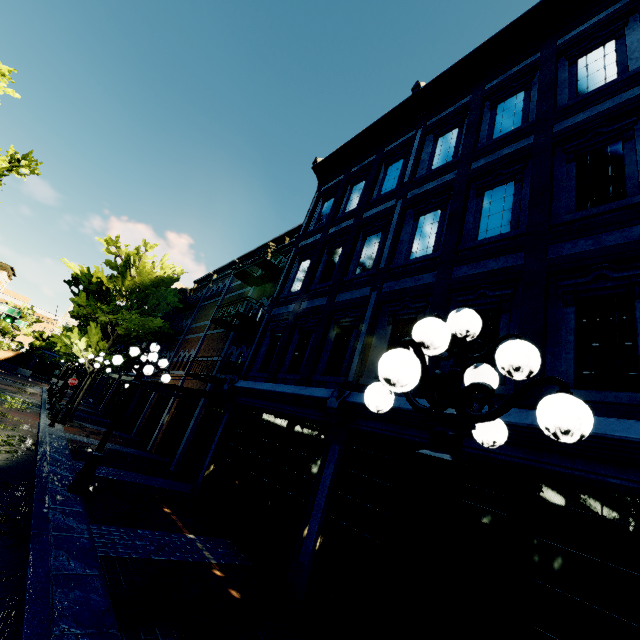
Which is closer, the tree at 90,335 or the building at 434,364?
the building at 434,364

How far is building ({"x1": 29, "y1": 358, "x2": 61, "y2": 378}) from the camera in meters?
47.6

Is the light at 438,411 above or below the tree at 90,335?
below

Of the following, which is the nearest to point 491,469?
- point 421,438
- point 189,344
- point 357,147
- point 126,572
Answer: point 421,438

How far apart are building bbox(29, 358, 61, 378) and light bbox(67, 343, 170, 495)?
53.72m

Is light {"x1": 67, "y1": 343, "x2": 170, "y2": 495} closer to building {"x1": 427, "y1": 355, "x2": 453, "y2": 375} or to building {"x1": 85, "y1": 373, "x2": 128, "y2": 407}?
building {"x1": 427, "y1": 355, "x2": 453, "y2": 375}

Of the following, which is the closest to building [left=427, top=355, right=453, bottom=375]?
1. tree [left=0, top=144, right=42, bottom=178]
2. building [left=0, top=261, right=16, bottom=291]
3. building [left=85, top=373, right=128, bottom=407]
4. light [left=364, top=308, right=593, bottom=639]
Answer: tree [left=0, top=144, right=42, bottom=178]

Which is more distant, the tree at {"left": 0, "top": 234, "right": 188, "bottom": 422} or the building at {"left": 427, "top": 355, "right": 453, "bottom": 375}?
the tree at {"left": 0, "top": 234, "right": 188, "bottom": 422}
